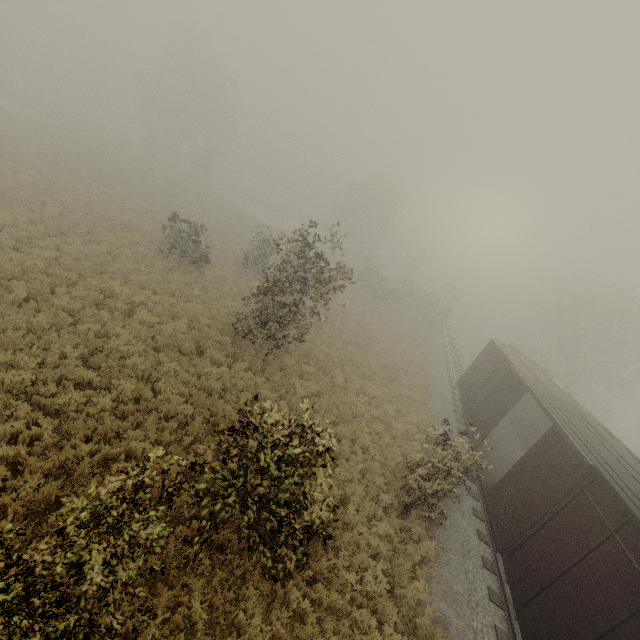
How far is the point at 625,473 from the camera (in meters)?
7.96

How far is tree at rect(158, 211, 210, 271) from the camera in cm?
1870

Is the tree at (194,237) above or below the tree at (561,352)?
below

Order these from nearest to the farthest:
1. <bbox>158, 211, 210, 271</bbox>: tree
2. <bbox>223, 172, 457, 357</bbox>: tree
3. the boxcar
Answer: the boxcar → <bbox>223, 172, 457, 357</bbox>: tree → <bbox>158, 211, 210, 271</bbox>: tree

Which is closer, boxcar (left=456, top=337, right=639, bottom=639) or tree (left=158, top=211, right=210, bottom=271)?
boxcar (left=456, top=337, right=639, bottom=639)

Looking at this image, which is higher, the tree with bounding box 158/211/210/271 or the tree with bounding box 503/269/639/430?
the tree with bounding box 503/269/639/430

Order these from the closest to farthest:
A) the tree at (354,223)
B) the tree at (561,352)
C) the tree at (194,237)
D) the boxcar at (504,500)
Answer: the boxcar at (504,500), the tree at (354,223), the tree at (194,237), the tree at (561,352)
